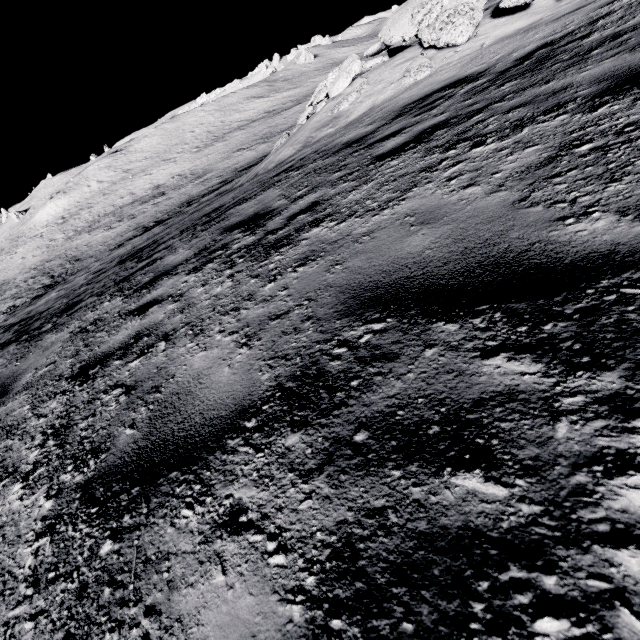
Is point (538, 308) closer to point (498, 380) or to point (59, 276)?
point (498, 380)

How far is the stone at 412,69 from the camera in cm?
723

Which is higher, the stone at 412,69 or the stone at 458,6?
the stone at 458,6

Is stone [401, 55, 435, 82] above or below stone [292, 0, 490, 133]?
below

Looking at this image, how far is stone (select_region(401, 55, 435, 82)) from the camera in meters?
7.2 m
